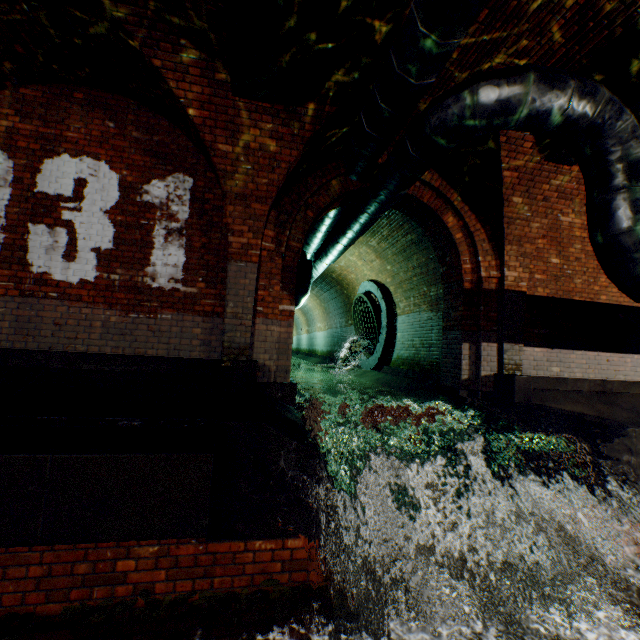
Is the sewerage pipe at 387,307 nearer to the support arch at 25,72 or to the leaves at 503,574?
the leaves at 503,574

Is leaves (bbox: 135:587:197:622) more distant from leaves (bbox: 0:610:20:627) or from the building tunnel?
the building tunnel

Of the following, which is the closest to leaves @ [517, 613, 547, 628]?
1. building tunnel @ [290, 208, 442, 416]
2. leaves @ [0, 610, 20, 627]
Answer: building tunnel @ [290, 208, 442, 416]

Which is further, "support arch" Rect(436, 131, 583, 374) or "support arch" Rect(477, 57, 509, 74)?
"support arch" Rect(436, 131, 583, 374)

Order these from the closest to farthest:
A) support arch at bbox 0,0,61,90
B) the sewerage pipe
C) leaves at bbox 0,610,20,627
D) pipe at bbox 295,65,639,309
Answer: leaves at bbox 0,610,20,627
pipe at bbox 295,65,639,309
support arch at bbox 0,0,61,90
the sewerage pipe

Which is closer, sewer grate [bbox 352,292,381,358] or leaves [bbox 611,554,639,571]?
leaves [bbox 611,554,639,571]

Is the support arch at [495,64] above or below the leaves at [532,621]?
above

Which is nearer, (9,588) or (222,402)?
(9,588)
